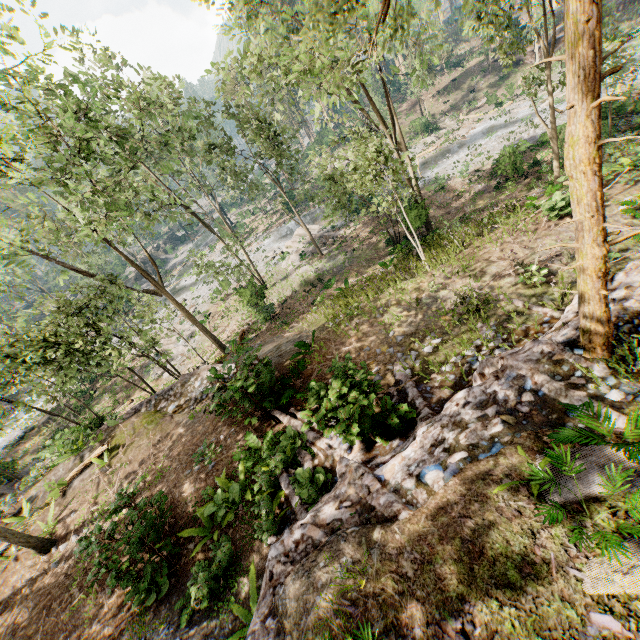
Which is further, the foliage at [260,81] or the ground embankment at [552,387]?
the foliage at [260,81]

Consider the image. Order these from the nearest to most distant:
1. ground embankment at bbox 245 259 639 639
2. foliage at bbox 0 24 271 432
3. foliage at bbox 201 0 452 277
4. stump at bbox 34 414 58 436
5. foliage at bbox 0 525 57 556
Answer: ground embankment at bbox 245 259 639 639
foliage at bbox 201 0 452 277
foliage at bbox 0 525 57 556
foliage at bbox 0 24 271 432
stump at bbox 34 414 58 436

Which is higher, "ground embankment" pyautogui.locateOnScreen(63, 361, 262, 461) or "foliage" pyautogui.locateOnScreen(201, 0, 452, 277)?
"foliage" pyautogui.locateOnScreen(201, 0, 452, 277)

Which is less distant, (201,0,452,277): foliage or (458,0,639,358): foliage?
(458,0,639,358): foliage

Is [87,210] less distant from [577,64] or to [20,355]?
[20,355]

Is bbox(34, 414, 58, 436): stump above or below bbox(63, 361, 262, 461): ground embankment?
below

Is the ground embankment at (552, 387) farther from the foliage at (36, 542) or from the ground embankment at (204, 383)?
the ground embankment at (204, 383)

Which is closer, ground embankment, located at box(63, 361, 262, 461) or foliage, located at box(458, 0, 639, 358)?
foliage, located at box(458, 0, 639, 358)
